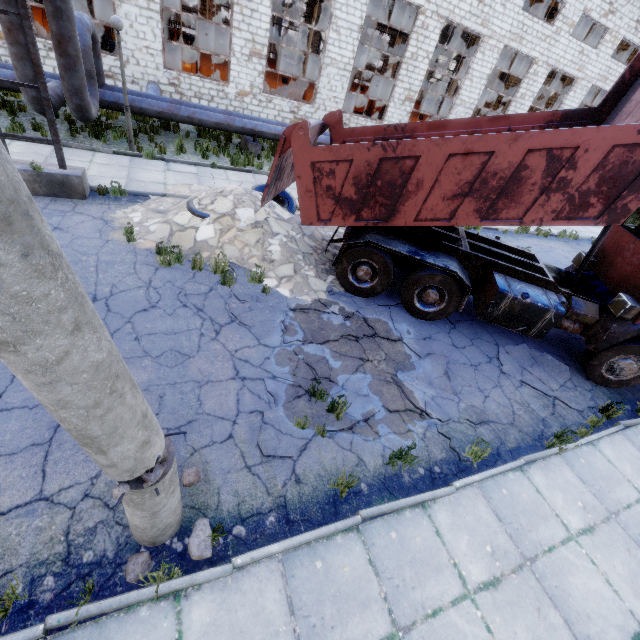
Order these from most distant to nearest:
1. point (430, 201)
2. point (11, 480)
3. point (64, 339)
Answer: point (430, 201), point (11, 480), point (64, 339)

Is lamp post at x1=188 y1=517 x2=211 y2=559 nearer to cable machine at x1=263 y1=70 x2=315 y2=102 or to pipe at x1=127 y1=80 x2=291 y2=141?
pipe at x1=127 y1=80 x2=291 y2=141

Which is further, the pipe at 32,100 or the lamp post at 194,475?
the pipe at 32,100

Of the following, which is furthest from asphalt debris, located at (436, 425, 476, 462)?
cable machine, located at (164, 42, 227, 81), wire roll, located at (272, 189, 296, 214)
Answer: cable machine, located at (164, 42, 227, 81)

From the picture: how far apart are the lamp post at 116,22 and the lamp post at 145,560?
10.9 meters

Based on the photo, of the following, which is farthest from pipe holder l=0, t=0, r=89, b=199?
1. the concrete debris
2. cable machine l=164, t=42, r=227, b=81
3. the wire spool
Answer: the wire spool

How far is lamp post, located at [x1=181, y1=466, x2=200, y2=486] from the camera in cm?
369

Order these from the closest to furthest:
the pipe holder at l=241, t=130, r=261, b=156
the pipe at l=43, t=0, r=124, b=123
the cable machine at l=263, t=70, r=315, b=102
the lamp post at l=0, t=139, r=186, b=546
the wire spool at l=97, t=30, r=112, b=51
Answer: the lamp post at l=0, t=139, r=186, b=546 → the pipe at l=43, t=0, r=124, b=123 → the pipe holder at l=241, t=130, r=261, b=156 → the wire spool at l=97, t=30, r=112, b=51 → the cable machine at l=263, t=70, r=315, b=102
